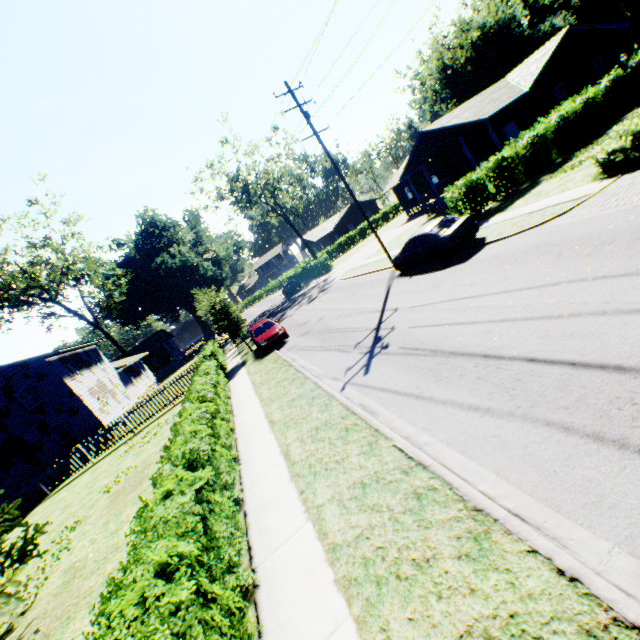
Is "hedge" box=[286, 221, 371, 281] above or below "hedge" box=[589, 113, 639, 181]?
above

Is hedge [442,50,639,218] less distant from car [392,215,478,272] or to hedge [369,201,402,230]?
Result: car [392,215,478,272]

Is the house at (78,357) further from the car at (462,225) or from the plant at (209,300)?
the car at (462,225)

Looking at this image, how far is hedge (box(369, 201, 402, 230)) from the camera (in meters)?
56.91

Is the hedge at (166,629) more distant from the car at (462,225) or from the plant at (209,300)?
the car at (462,225)

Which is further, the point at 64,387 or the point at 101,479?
the point at 64,387

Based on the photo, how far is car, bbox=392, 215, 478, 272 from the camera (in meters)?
13.55

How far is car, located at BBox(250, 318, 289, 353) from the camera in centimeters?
1908cm
